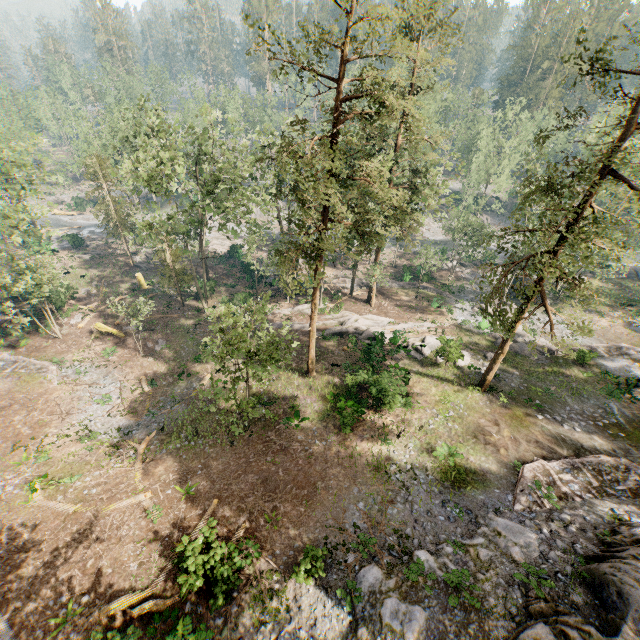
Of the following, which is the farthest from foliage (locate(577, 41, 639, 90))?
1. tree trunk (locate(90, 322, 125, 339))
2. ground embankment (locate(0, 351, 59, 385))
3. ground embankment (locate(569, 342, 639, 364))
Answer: tree trunk (locate(90, 322, 125, 339))

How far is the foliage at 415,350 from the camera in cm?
2776

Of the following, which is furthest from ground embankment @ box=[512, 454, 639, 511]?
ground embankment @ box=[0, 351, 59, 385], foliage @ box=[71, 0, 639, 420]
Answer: ground embankment @ box=[0, 351, 59, 385]

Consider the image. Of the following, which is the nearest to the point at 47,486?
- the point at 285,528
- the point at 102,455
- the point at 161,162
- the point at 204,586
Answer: the point at 102,455

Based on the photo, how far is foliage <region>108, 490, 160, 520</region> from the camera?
16.2m
